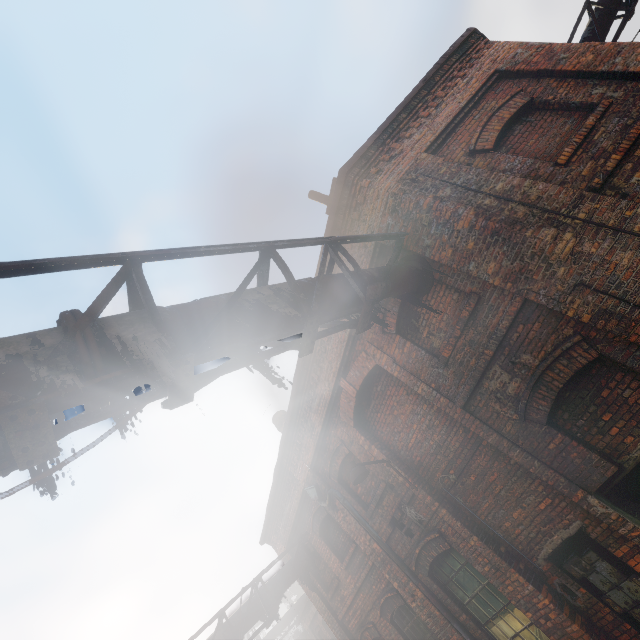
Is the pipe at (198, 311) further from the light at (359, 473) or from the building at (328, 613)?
the light at (359, 473)

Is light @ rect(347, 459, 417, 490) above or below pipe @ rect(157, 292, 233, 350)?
below

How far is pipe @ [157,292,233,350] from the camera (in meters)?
2.60

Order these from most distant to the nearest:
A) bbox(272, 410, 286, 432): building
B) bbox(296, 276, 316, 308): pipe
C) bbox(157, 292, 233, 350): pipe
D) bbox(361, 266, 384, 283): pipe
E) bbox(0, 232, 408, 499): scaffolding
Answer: bbox(272, 410, 286, 432): building, bbox(361, 266, 384, 283): pipe, bbox(296, 276, 316, 308): pipe, bbox(157, 292, 233, 350): pipe, bbox(0, 232, 408, 499): scaffolding

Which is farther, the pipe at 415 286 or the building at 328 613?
the building at 328 613

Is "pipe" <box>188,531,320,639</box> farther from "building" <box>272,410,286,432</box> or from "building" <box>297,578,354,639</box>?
"building" <box>272,410,286,432</box>

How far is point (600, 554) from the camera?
4.8m

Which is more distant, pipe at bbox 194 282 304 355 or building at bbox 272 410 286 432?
building at bbox 272 410 286 432
